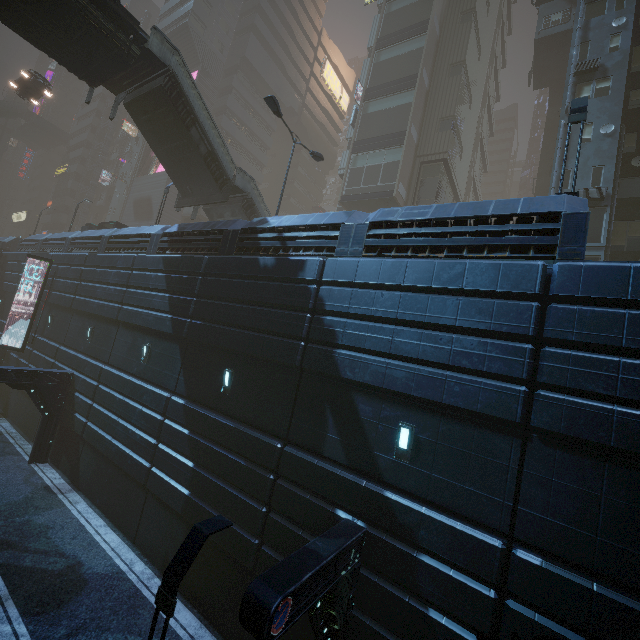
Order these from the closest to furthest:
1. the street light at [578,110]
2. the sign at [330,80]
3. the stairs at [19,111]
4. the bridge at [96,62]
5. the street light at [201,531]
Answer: the street light at [201,531] → the street light at [578,110] → the bridge at [96,62] → the stairs at [19,111] → the sign at [330,80]

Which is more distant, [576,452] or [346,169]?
[346,169]

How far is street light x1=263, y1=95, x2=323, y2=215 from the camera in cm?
1514

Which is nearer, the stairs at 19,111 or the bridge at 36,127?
the stairs at 19,111

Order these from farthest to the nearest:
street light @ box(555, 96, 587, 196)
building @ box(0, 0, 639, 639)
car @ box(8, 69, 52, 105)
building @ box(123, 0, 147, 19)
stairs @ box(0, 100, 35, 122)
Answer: building @ box(123, 0, 147, 19)
stairs @ box(0, 100, 35, 122)
car @ box(8, 69, 52, 105)
street light @ box(555, 96, 587, 196)
building @ box(0, 0, 639, 639)

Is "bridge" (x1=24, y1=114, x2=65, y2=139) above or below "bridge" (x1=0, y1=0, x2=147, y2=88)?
above

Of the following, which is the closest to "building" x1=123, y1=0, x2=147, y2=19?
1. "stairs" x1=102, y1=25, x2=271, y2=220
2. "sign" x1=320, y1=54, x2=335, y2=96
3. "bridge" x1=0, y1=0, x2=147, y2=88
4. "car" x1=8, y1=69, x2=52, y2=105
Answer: "sign" x1=320, y1=54, x2=335, y2=96

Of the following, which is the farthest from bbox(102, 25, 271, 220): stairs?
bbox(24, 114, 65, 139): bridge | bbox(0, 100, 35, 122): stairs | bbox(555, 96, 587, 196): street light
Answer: bbox(24, 114, 65, 139): bridge
